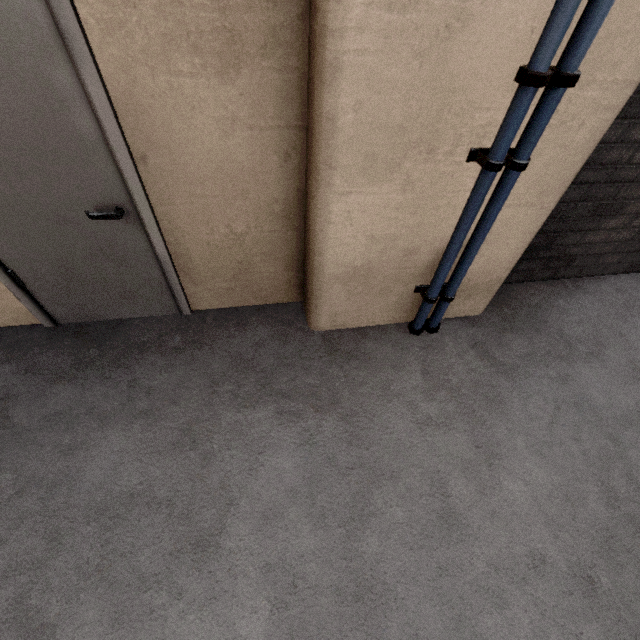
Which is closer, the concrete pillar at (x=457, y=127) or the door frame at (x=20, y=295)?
the concrete pillar at (x=457, y=127)

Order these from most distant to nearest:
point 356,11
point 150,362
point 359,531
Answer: point 150,362, point 359,531, point 356,11

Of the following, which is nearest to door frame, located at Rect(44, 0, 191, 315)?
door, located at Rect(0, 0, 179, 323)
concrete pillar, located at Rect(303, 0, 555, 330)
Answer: door, located at Rect(0, 0, 179, 323)

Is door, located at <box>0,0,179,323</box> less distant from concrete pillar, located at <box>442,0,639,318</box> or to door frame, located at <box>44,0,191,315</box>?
door frame, located at <box>44,0,191,315</box>

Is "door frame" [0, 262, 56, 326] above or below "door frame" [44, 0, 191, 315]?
below

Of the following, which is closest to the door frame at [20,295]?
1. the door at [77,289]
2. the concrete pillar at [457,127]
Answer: the door at [77,289]

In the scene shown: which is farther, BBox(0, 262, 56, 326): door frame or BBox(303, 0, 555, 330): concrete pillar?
BBox(0, 262, 56, 326): door frame
